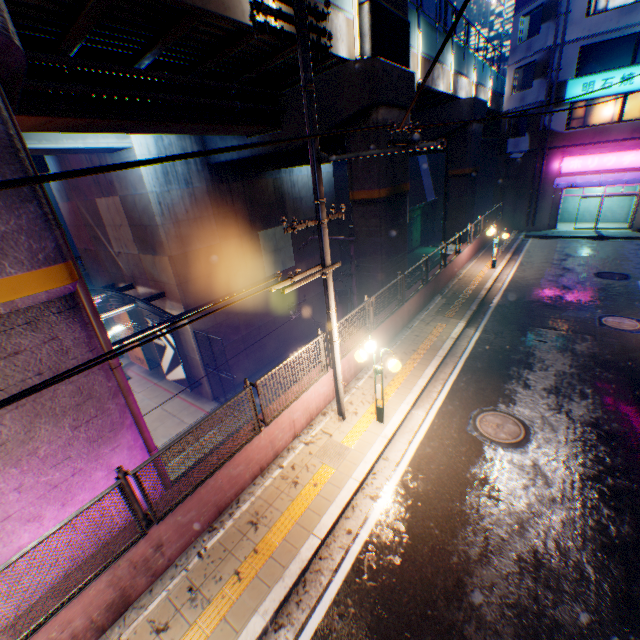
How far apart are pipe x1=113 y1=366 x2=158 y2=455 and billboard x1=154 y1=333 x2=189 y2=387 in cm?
1041

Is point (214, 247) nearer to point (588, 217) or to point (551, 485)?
point (551, 485)

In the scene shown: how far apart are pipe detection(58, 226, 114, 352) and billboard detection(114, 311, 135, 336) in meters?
14.7 m

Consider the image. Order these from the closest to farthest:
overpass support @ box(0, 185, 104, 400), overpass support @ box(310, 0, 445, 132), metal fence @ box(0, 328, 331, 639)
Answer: metal fence @ box(0, 328, 331, 639), overpass support @ box(0, 185, 104, 400), overpass support @ box(310, 0, 445, 132)

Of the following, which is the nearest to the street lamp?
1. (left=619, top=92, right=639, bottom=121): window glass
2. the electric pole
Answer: the electric pole

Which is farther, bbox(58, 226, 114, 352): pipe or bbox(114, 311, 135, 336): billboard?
bbox(114, 311, 135, 336): billboard

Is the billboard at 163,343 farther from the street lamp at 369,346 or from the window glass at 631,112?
the window glass at 631,112

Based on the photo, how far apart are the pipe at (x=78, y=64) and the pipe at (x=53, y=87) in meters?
0.3
